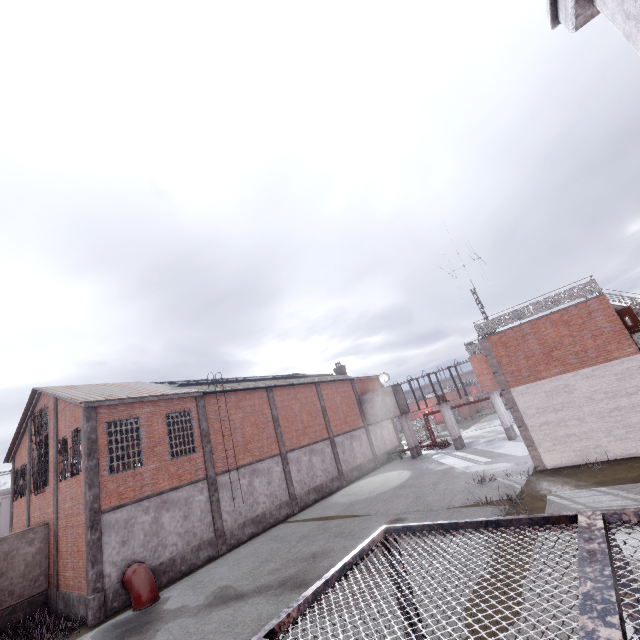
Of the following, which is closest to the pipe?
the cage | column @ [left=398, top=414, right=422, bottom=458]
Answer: the cage

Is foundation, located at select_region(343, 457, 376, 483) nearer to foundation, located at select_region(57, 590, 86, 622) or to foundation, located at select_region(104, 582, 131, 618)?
foundation, located at select_region(104, 582, 131, 618)

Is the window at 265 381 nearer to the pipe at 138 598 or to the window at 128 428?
the window at 128 428

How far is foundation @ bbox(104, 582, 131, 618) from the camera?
13.5m

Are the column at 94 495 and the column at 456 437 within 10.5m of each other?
no

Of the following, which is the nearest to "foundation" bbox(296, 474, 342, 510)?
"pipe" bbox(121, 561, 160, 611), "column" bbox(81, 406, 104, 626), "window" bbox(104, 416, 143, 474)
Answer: "window" bbox(104, 416, 143, 474)

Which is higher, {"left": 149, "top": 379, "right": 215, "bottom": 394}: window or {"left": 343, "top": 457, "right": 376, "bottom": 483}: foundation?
{"left": 149, "top": 379, "right": 215, "bottom": 394}: window

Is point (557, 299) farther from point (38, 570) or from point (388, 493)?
point (38, 570)
